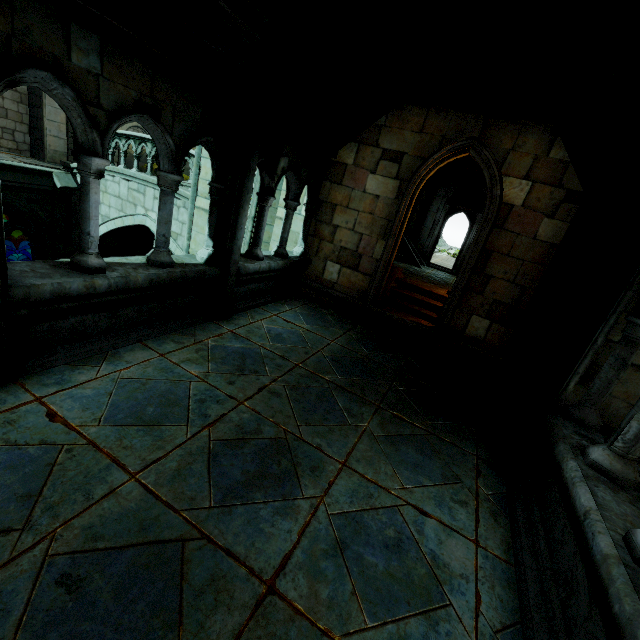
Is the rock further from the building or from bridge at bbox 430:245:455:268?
bridge at bbox 430:245:455:268

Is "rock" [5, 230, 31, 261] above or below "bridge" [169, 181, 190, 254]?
below

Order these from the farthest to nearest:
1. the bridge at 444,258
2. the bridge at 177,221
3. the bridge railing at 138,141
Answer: the bridge at 444,258 < the bridge railing at 138,141 < the bridge at 177,221

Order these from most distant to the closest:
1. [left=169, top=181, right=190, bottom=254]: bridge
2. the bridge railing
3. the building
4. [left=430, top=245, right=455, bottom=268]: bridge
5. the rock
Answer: [left=430, top=245, right=455, bottom=268]: bridge
the rock
the bridge railing
[left=169, top=181, right=190, bottom=254]: bridge
the building

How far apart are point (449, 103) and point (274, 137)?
3.4m

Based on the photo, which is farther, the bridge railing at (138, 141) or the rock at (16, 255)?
the rock at (16, 255)

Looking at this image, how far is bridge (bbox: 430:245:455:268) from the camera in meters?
17.9

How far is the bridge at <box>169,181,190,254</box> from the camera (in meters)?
10.05
